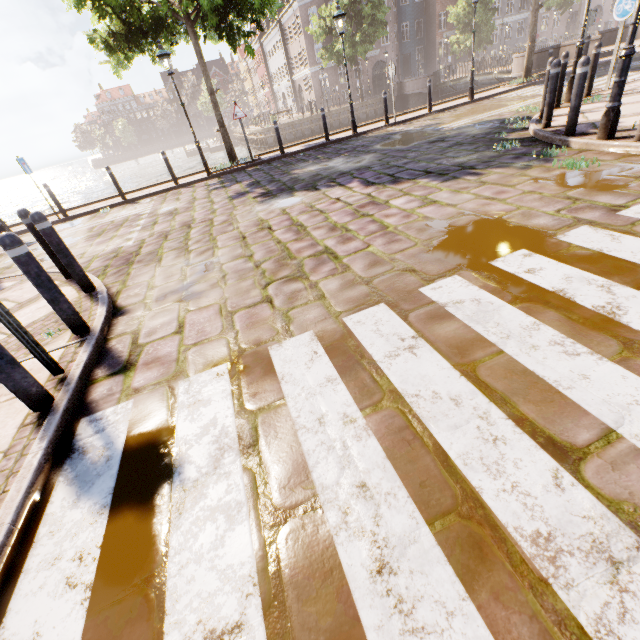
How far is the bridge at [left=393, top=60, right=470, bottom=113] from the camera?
26.0 meters

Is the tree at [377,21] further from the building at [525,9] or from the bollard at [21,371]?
the bollard at [21,371]

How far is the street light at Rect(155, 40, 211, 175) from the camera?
9.85m

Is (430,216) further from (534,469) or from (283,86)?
(283,86)

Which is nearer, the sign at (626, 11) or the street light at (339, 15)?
the sign at (626, 11)

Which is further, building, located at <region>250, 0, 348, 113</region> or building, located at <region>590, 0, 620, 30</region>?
building, located at <region>590, 0, 620, 30</region>
